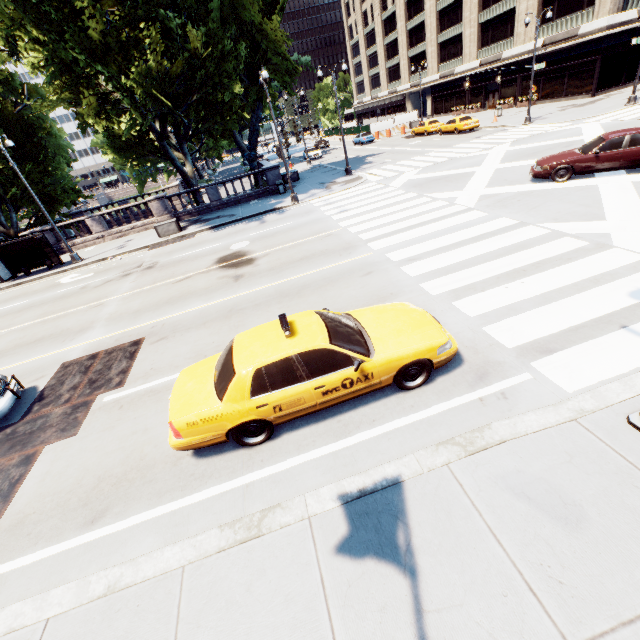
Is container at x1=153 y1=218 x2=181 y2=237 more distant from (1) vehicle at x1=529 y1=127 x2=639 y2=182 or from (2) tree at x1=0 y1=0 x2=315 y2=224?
(1) vehicle at x1=529 y1=127 x2=639 y2=182

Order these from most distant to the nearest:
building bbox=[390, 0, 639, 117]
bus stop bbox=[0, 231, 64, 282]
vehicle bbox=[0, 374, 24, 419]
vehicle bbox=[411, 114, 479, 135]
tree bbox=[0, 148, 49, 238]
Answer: vehicle bbox=[411, 114, 479, 135] < building bbox=[390, 0, 639, 117] < tree bbox=[0, 148, 49, 238] < bus stop bbox=[0, 231, 64, 282] < vehicle bbox=[0, 374, 24, 419]

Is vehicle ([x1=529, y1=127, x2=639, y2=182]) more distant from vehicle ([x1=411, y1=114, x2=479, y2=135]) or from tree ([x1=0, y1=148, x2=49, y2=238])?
vehicle ([x1=411, y1=114, x2=479, y2=135])

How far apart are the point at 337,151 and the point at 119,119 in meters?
29.8 m

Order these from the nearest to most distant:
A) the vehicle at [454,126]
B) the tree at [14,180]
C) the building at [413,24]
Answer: the tree at [14,180] → the building at [413,24] → the vehicle at [454,126]

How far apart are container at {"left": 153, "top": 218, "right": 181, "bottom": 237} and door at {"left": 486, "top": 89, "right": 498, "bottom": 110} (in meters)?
46.23

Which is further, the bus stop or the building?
the building

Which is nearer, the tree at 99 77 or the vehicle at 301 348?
the vehicle at 301 348
